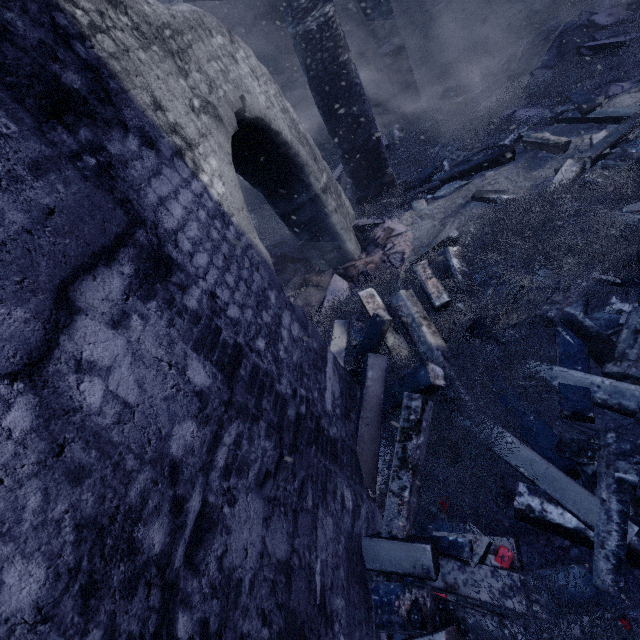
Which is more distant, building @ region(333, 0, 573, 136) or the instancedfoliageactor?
building @ region(333, 0, 573, 136)

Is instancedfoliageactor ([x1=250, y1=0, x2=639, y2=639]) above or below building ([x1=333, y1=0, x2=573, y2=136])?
below

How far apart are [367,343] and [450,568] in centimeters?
206cm

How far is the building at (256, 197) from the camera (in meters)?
11.06

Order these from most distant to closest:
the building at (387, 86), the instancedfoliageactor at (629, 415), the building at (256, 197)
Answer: the building at (256, 197) < the building at (387, 86) < the instancedfoliageactor at (629, 415)

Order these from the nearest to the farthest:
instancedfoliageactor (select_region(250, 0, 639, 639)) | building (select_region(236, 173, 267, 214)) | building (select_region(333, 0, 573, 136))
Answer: instancedfoliageactor (select_region(250, 0, 639, 639)) < building (select_region(333, 0, 573, 136)) < building (select_region(236, 173, 267, 214))

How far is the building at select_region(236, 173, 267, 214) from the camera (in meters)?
11.06
